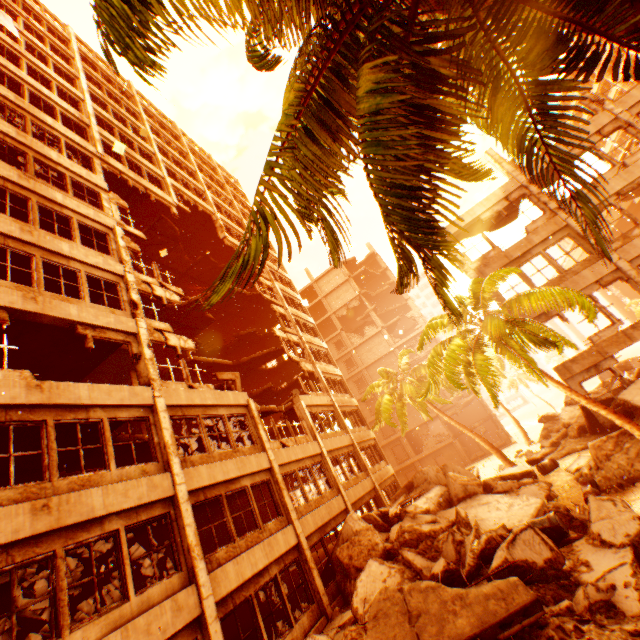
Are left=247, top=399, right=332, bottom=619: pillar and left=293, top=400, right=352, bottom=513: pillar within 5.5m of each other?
yes

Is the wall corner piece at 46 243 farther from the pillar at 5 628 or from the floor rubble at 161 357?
the pillar at 5 628

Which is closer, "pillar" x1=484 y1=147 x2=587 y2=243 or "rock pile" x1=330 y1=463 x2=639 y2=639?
"rock pile" x1=330 y1=463 x2=639 y2=639

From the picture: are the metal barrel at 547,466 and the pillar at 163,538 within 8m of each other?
no

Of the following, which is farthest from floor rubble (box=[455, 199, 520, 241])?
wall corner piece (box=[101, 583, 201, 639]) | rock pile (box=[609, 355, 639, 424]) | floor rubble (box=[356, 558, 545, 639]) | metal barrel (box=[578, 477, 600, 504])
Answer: wall corner piece (box=[101, 583, 201, 639])

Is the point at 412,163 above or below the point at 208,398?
below

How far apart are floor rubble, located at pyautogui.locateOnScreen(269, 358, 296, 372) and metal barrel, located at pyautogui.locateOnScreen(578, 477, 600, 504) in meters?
→ 21.1

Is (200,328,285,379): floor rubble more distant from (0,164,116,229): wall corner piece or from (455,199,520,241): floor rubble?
(455,199,520,241): floor rubble
